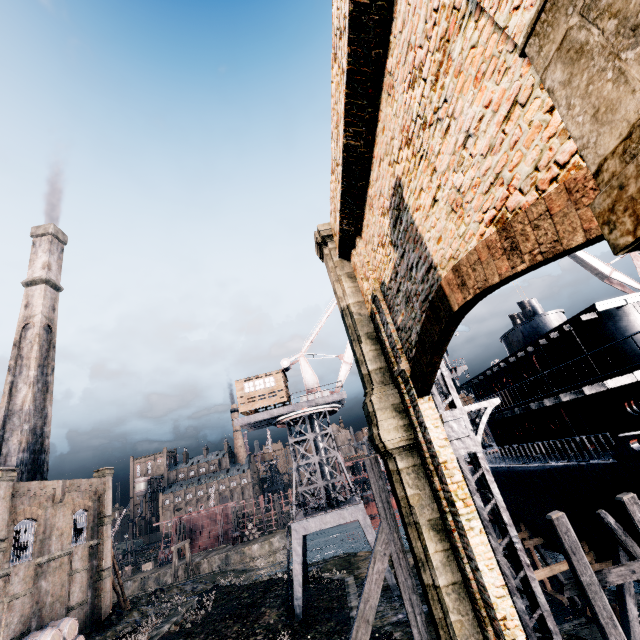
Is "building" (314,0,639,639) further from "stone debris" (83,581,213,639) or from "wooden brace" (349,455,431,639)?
"wooden brace" (349,455,431,639)

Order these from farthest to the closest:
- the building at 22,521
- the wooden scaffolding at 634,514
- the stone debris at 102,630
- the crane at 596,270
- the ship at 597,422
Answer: the crane at 596,270 → the stone debris at 102,630 → the building at 22,521 → the ship at 597,422 → the wooden scaffolding at 634,514

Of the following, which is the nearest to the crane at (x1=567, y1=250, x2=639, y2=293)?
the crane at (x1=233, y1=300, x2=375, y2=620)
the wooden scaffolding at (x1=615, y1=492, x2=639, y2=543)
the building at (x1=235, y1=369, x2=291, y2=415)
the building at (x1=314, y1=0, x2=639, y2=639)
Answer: the crane at (x1=233, y1=300, x2=375, y2=620)

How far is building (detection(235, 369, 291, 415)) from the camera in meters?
29.9

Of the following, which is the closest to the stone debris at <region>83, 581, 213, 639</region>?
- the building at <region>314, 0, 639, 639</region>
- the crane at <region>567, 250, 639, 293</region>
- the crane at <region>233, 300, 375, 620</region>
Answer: the crane at <region>233, 300, 375, 620</region>

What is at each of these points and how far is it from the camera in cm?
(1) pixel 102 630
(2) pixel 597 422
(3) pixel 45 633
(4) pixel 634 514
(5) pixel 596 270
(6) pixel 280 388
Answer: (1) stone debris, 2736
(2) ship, 1619
(3) wooden barrel, 2169
(4) wooden scaffolding, 1166
(5) crane, 2941
(6) building, 3044

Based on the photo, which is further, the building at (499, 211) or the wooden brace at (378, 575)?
the wooden brace at (378, 575)

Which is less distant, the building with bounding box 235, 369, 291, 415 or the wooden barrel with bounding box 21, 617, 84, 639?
the wooden barrel with bounding box 21, 617, 84, 639
